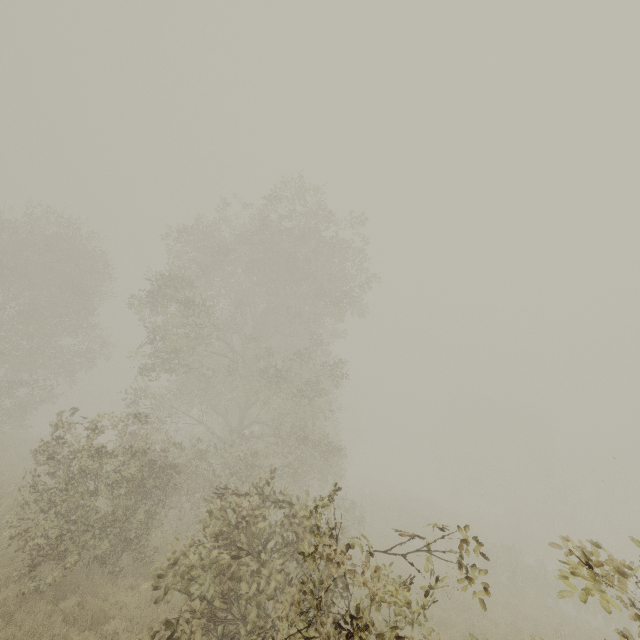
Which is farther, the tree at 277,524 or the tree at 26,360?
the tree at 26,360

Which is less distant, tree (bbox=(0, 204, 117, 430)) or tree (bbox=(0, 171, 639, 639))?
tree (bbox=(0, 171, 639, 639))

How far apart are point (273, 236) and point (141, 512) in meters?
13.8 m
